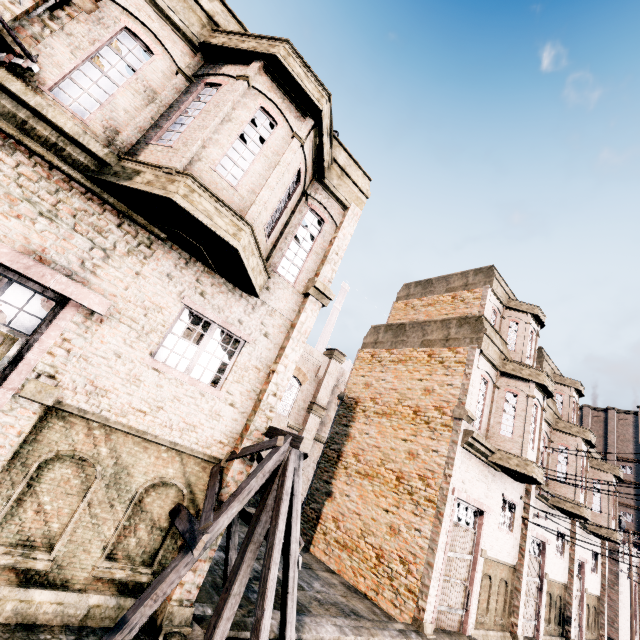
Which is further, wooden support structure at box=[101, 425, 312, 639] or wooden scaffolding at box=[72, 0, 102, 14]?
wooden scaffolding at box=[72, 0, 102, 14]

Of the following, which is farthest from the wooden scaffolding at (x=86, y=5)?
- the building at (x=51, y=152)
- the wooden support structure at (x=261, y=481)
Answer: the wooden support structure at (x=261, y=481)

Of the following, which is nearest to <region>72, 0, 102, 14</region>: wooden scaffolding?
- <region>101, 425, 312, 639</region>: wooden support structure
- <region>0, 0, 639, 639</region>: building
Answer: <region>0, 0, 639, 639</region>: building

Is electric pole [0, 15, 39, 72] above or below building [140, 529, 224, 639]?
above

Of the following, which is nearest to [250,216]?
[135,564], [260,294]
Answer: [260,294]

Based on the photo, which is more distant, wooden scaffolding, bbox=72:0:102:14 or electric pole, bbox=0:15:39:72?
wooden scaffolding, bbox=72:0:102:14

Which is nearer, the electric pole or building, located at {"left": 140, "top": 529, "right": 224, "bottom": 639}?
the electric pole

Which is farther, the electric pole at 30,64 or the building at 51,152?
the building at 51,152
